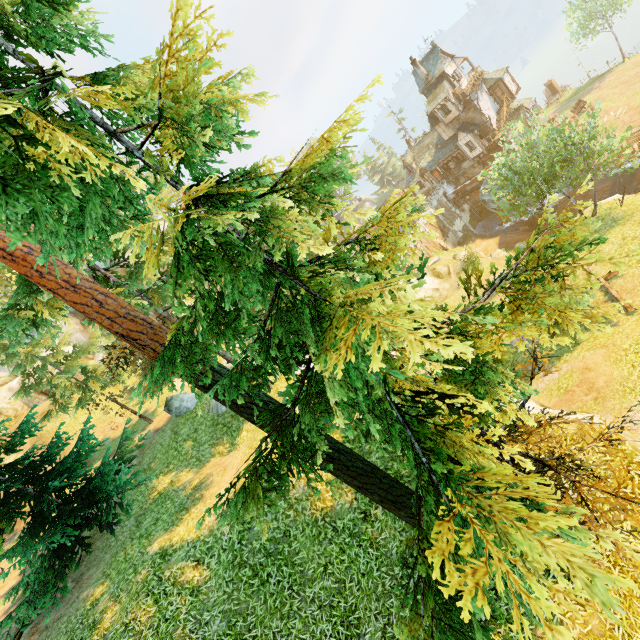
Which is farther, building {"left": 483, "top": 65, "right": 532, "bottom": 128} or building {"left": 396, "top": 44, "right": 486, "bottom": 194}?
building {"left": 483, "top": 65, "right": 532, "bottom": 128}

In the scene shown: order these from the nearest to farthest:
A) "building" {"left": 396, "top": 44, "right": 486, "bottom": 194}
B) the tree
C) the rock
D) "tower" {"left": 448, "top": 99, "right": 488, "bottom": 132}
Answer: the tree → the rock → "building" {"left": 396, "top": 44, "right": 486, "bottom": 194} → "tower" {"left": 448, "top": 99, "right": 488, "bottom": 132}

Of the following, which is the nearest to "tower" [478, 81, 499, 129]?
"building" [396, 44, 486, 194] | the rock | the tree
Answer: "building" [396, 44, 486, 194]

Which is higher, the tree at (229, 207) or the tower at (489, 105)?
the tree at (229, 207)

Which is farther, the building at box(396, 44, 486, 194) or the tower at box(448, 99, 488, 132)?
the tower at box(448, 99, 488, 132)

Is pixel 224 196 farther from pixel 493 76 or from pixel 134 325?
pixel 493 76

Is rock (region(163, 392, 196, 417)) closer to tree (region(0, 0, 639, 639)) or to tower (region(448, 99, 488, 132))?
tree (region(0, 0, 639, 639))

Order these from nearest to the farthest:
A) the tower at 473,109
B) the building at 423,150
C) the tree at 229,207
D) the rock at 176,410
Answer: the tree at 229,207 < the rock at 176,410 < the building at 423,150 < the tower at 473,109
